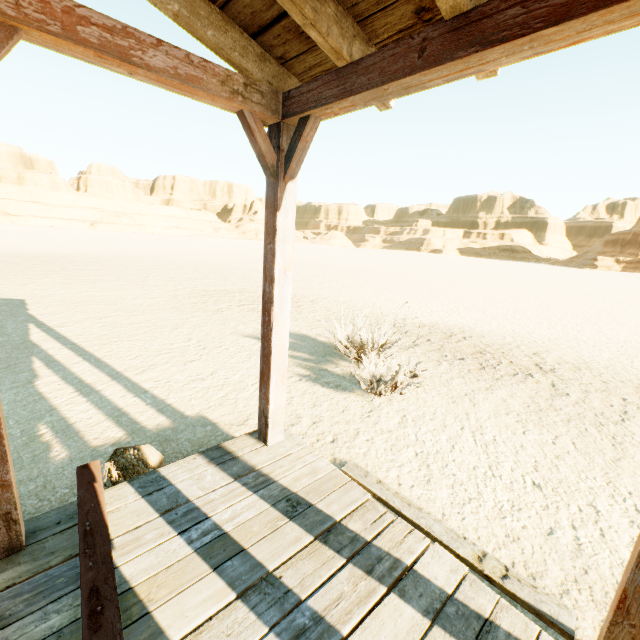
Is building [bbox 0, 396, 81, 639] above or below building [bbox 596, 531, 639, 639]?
below

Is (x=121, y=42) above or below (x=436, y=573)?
above

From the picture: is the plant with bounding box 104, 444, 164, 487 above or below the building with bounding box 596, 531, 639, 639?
below

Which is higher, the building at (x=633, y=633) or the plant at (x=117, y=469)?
the building at (x=633, y=633)

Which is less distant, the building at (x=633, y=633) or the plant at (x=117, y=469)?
the building at (x=633, y=633)

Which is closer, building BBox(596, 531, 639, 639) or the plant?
building BBox(596, 531, 639, 639)

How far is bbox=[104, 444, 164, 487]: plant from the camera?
2.4 meters
